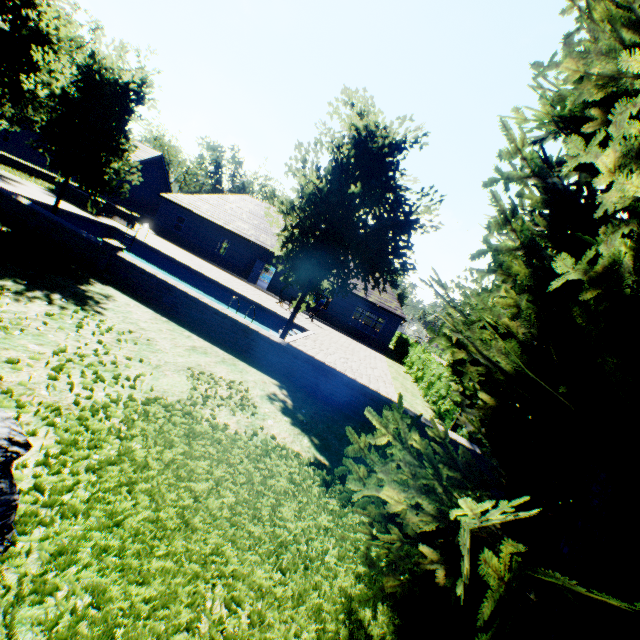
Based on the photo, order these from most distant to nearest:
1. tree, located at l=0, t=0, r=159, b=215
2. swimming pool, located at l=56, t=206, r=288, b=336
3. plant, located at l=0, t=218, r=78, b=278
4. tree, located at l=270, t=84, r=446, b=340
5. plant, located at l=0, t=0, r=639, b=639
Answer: swimming pool, located at l=56, t=206, r=288, b=336, tree, located at l=0, t=0, r=159, b=215, tree, located at l=270, t=84, r=446, b=340, plant, located at l=0, t=218, r=78, b=278, plant, located at l=0, t=0, r=639, b=639

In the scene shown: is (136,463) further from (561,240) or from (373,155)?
(373,155)

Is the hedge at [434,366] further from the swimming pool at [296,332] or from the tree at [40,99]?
the tree at [40,99]

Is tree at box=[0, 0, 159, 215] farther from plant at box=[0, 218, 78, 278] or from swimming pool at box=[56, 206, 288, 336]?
plant at box=[0, 218, 78, 278]

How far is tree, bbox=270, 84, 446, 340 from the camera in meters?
8.1 m

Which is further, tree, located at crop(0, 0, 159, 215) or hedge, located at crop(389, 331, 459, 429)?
hedge, located at crop(389, 331, 459, 429)

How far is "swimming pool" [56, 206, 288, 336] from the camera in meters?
18.6

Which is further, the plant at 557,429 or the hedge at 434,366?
the hedge at 434,366
